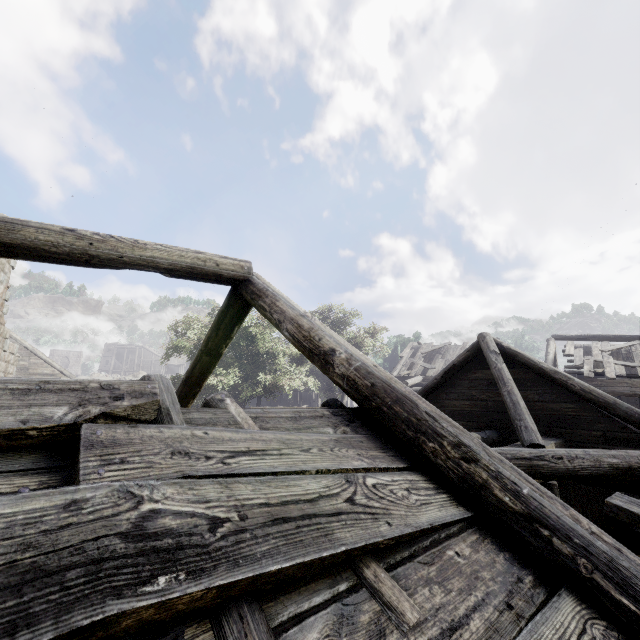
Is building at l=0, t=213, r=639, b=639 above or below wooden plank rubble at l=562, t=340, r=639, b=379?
below

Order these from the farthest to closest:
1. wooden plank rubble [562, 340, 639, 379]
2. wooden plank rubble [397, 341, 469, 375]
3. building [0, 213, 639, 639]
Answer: wooden plank rubble [397, 341, 469, 375] < wooden plank rubble [562, 340, 639, 379] < building [0, 213, 639, 639]

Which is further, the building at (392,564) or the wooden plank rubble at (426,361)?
the wooden plank rubble at (426,361)

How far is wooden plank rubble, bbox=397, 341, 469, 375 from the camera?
22.4m

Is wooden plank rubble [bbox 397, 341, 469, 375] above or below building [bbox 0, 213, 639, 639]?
above

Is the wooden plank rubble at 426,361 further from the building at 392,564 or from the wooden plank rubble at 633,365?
the wooden plank rubble at 633,365

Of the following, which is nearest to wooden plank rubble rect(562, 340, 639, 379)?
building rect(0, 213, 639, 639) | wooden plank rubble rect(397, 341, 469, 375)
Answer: building rect(0, 213, 639, 639)

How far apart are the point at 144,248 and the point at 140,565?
4.0 meters
